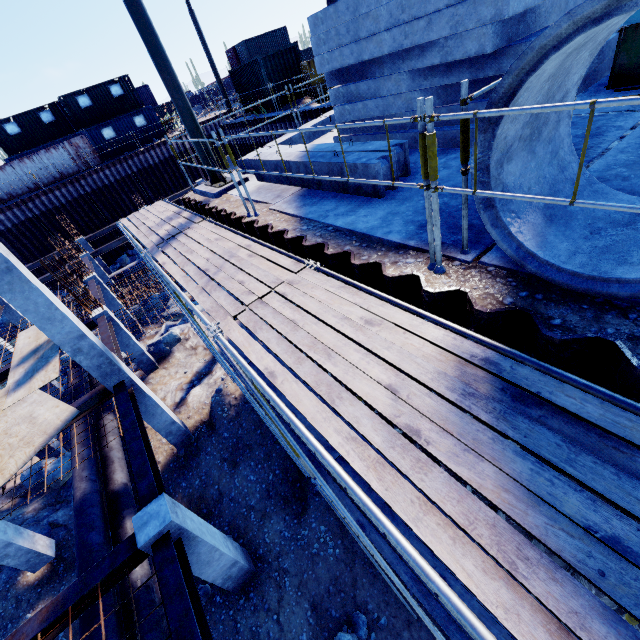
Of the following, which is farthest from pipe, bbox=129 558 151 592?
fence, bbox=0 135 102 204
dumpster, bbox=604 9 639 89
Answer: fence, bbox=0 135 102 204

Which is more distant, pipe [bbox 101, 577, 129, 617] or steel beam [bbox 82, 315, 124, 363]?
steel beam [bbox 82, 315, 124, 363]

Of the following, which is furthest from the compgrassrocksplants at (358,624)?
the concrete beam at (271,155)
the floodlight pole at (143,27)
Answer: the floodlight pole at (143,27)

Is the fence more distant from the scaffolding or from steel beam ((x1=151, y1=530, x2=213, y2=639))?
steel beam ((x1=151, y1=530, x2=213, y2=639))

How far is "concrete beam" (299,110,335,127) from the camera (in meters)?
9.14

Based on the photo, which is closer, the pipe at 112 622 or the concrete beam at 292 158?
the concrete beam at 292 158

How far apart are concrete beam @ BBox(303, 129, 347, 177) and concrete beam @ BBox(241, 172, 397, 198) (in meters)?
0.15

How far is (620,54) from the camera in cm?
507
